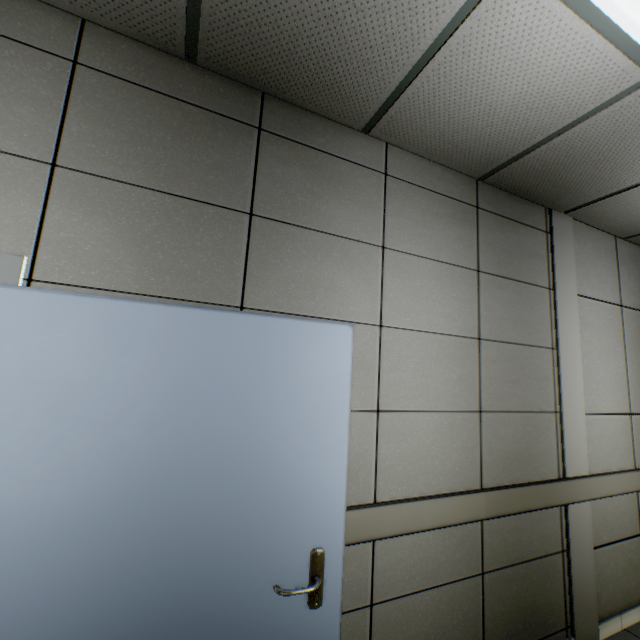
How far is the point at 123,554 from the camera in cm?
114
